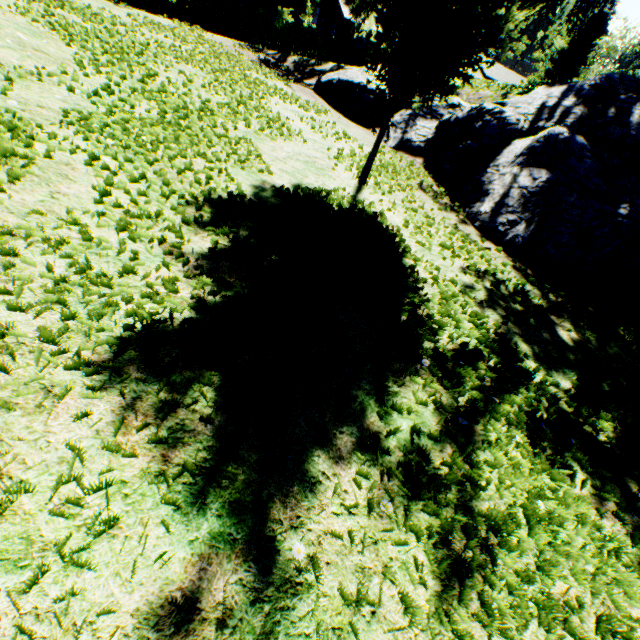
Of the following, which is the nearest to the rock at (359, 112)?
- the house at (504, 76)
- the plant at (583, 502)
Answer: the plant at (583, 502)

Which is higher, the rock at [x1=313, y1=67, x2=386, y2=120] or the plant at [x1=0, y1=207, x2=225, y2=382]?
the rock at [x1=313, y1=67, x2=386, y2=120]

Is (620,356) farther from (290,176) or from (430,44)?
(290,176)

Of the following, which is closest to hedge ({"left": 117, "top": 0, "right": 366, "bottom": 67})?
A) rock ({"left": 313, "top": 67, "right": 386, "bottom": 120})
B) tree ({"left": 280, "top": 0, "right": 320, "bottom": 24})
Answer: tree ({"left": 280, "top": 0, "right": 320, "bottom": 24})

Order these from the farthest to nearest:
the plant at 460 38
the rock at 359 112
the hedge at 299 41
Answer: the hedge at 299 41 < the rock at 359 112 < the plant at 460 38

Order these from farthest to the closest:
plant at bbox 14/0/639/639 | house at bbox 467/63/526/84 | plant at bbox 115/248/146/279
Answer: house at bbox 467/63/526/84 < plant at bbox 115/248/146/279 < plant at bbox 14/0/639/639

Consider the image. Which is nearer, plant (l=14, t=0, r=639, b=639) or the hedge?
plant (l=14, t=0, r=639, b=639)

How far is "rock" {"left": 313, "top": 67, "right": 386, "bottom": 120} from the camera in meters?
9.7 m
